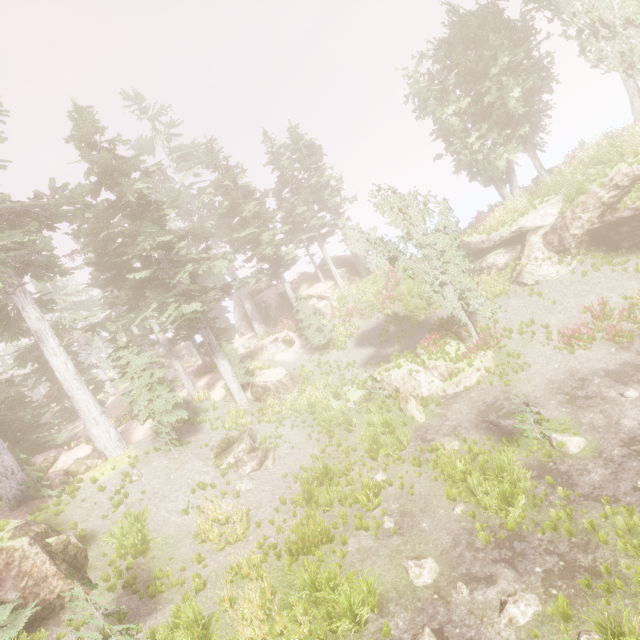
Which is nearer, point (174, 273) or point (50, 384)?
point (174, 273)

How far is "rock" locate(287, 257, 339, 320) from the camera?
31.1 meters

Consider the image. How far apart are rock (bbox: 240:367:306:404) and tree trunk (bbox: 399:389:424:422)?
7.71m

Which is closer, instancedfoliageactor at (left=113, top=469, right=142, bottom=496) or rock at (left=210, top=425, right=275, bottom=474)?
instancedfoliageactor at (left=113, top=469, right=142, bottom=496)

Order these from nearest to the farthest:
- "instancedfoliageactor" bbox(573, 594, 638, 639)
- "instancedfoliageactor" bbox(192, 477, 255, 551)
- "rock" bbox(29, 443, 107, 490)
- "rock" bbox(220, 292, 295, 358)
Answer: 1. "instancedfoliageactor" bbox(573, 594, 638, 639)
2. "instancedfoliageactor" bbox(192, 477, 255, 551)
3. "rock" bbox(29, 443, 107, 490)
4. "rock" bbox(220, 292, 295, 358)

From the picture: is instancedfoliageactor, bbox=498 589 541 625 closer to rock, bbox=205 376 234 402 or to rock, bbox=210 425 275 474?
rock, bbox=205 376 234 402

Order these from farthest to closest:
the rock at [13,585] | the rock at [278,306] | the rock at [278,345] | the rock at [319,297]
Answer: the rock at [278,306]
the rock at [319,297]
the rock at [278,345]
the rock at [13,585]

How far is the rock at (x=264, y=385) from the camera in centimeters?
2136cm
